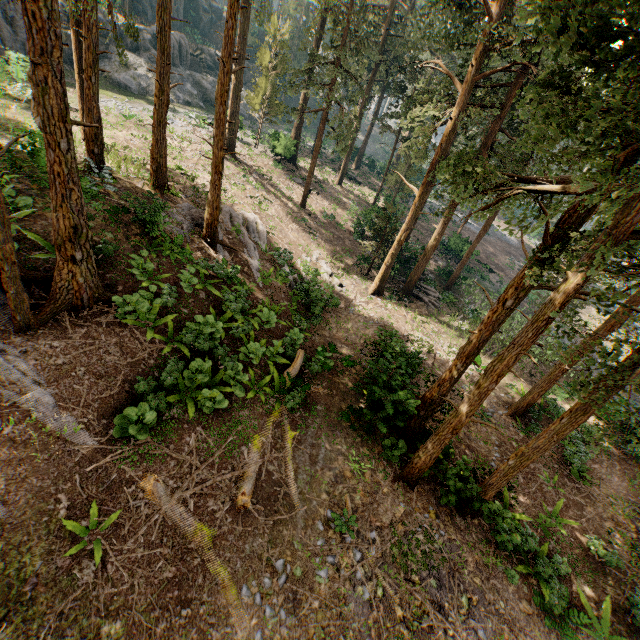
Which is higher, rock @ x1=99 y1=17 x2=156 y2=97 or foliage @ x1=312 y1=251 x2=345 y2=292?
rock @ x1=99 y1=17 x2=156 y2=97

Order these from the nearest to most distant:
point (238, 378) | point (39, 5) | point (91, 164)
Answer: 1. point (39, 5)
2. point (238, 378)
3. point (91, 164)

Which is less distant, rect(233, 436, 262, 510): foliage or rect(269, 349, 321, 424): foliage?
rect(233, 436, 262, 510): foliage

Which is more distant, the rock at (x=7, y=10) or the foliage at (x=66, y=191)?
the rock at (x=7, y=10)

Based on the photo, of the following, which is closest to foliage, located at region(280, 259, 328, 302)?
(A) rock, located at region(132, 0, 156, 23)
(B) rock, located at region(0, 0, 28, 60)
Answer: (A) rock, located at region(132, 0, 156, 23)

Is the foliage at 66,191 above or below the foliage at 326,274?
above

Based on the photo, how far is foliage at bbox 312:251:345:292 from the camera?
22.53m

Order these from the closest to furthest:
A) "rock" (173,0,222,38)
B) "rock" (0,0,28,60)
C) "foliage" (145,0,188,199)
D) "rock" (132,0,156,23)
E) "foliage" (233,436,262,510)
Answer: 1. "foliage" (233,436,262,510)
2. "foliage" (145,0,188,199)
3. "rock" (0,0,28,60)
4. "rock" (132,0,156,23)
5. "rock" (173,0,222,38)
